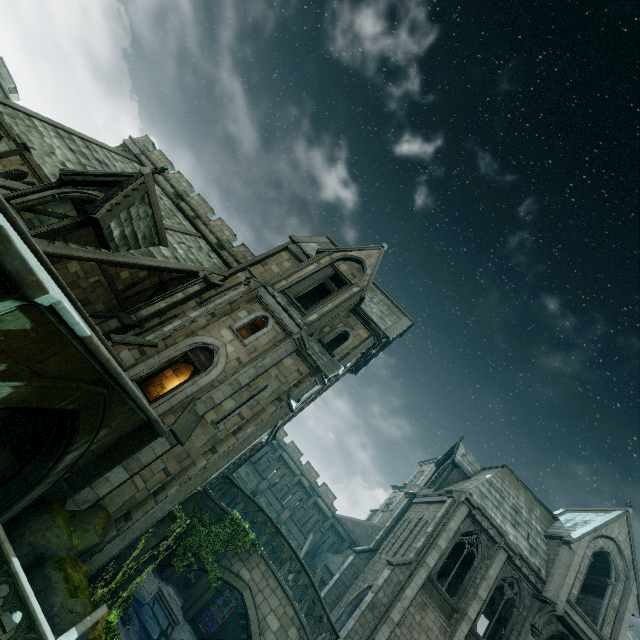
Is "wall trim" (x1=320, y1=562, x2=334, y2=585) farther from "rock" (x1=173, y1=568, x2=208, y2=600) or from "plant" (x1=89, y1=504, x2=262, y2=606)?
"plant" (x1=89, y1=504, x2=262, y2=606)

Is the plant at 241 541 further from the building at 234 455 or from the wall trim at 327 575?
the wall trim at 327 575

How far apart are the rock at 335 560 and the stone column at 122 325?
30.5m

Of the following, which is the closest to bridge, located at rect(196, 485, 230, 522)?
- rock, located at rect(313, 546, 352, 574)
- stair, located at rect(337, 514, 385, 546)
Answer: rock, located at rect(313, 546, 352, 574)

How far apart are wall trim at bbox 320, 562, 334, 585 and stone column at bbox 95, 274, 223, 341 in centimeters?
2847cm

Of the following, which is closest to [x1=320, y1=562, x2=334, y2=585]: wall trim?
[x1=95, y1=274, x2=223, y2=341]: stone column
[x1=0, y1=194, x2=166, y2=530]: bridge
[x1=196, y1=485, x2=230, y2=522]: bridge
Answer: [x1=196, y1=485, x2=230, y2=522]: bridge

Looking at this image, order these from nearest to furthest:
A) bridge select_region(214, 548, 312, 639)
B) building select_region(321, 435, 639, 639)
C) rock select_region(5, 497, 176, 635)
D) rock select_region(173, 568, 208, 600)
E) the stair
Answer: rock select_region(5, 497, 176, 635), bridge select_region(214, 548, 312, 639), building select_region(321, 435, 639, 639), rock select_region(173, 568, 208, 600), the stair

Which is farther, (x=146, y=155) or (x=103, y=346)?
(x=146, y=155)
